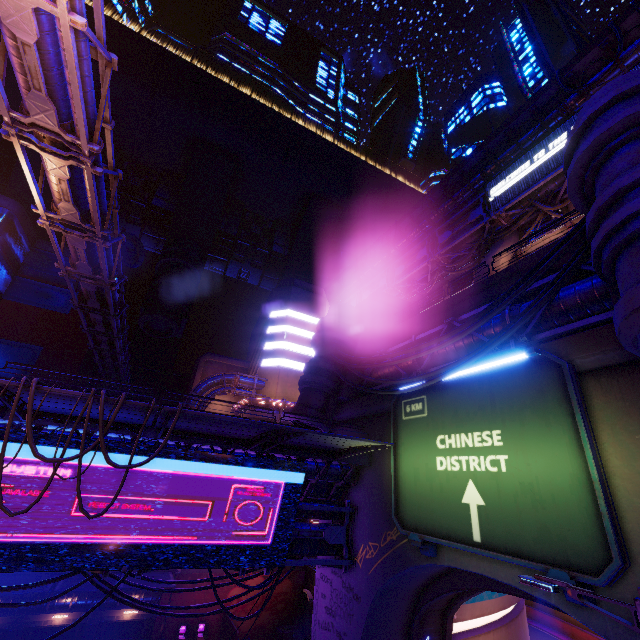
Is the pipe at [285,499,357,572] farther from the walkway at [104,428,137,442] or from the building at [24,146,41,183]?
the building at [24,146,41,183]

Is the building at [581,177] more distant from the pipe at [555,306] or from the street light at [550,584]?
the street light at [550,584]

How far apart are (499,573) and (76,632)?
34.6m

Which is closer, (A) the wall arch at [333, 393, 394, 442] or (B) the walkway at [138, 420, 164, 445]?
(B) the walkway at [138, 420, 164, 445]

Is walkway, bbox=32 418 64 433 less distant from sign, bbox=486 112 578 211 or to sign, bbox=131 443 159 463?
sign, bbox=131 443 159 463

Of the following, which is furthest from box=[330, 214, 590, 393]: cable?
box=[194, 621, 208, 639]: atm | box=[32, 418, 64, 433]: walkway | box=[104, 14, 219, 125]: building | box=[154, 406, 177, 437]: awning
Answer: box=[194, 621, 208, 639]: atm

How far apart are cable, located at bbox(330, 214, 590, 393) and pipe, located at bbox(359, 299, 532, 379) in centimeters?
100cm

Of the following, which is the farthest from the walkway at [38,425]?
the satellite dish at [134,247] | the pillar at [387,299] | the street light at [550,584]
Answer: the satellite dish at [134,247]
